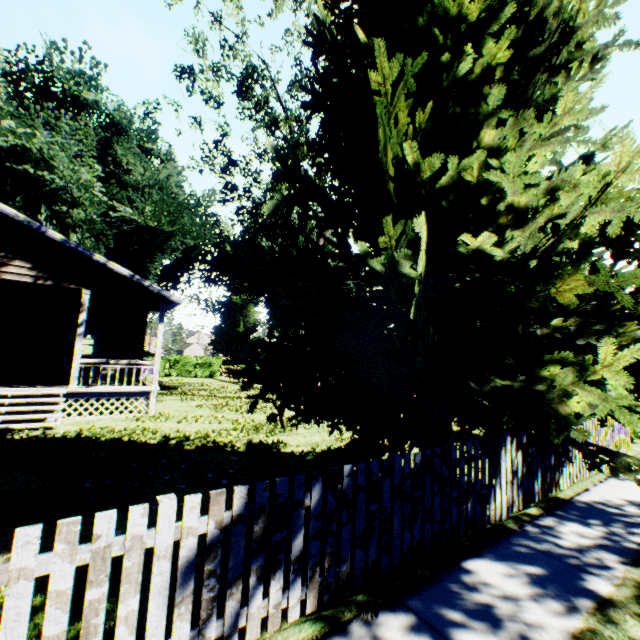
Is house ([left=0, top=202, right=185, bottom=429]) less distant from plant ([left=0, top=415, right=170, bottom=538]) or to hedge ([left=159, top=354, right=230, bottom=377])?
plant ([left=0, top=415, right=170, bottom=538])

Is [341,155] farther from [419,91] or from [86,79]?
A: [86,79]

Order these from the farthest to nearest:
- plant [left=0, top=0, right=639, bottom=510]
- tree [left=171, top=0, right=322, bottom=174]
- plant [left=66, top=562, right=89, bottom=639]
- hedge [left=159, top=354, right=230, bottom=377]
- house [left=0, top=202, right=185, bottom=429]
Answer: hedge [left=159, top=354, right=230, bottom=377], tree [left=171, top=0, right=322, bottom=174], house [left=0, top=202, right=185, bottom=429], plant [left=0, top=0, right=639, bottom=510], plant [left=66, top=562, right=89, bottom=639]

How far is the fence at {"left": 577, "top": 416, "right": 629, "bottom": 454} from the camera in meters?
7.6

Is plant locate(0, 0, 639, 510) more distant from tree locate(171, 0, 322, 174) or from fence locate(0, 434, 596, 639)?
tree locate(171, 0, 322, 174)

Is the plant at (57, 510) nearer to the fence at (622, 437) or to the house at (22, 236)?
the fence at (622, 437)

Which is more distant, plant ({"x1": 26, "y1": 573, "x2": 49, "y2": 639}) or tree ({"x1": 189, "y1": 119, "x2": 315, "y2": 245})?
tree ({"x1": 189, "y1": 119, "x2": 315, "y2": 245})

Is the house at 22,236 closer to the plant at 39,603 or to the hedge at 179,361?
the plant at 39,603
